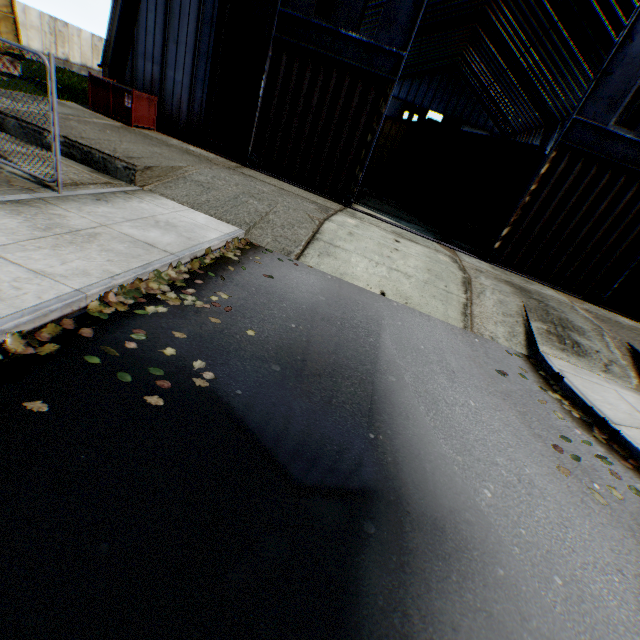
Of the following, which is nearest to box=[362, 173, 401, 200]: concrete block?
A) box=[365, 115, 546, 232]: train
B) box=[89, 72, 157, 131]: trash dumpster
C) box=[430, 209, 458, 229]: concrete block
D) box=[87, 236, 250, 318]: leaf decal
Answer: box=[365, 115, 546, 232]: train

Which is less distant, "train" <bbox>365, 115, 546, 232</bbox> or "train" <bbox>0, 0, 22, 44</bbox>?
"train" <bbox>365, 115, 546, 232</bbox>

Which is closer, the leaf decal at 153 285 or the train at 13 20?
the leaf decal at 153 285

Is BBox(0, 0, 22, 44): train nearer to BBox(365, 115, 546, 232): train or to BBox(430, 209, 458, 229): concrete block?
BBox(365, 115, 546, 232): train

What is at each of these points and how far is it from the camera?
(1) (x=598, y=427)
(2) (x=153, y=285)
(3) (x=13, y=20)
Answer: (1) leaf decal, 5.6 meters
(2) leaf decal, 4.9 meters
(3) train, 16.2 meters

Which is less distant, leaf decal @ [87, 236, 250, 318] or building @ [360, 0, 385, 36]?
leaf decal @ [87, 236, 250, 318]

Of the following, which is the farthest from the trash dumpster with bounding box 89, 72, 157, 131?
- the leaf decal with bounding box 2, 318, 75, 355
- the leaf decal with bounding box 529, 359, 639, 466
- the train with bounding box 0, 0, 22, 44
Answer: the leaf decal with bounding box 529, 359, 639, 466

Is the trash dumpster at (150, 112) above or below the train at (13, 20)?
below
